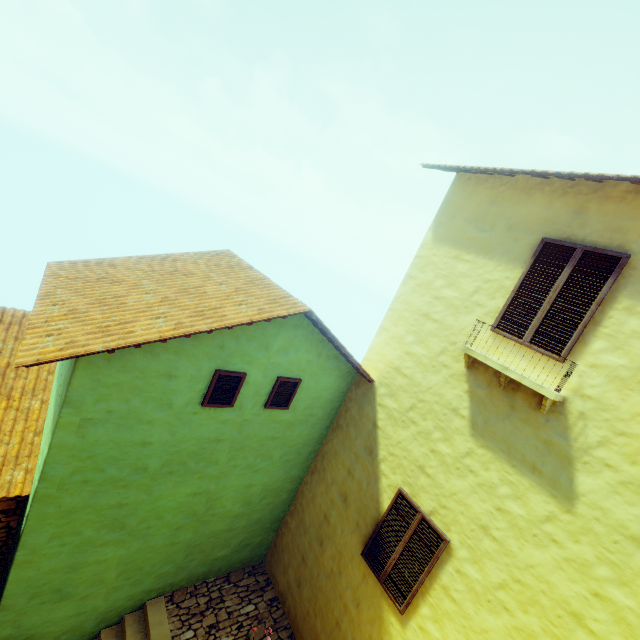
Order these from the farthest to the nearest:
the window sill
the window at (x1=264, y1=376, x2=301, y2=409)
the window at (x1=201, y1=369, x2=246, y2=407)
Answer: the window at (x1=264, y1=376, x2=301, y2=409)
the window at (x1=201, y1=369, x2=246, y2=407)
the window sill

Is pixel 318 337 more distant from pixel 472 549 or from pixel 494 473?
pixel 472 549

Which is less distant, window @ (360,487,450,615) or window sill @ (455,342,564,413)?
window sill @ (455,342,564,413)

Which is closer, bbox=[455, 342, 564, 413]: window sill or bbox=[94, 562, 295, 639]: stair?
bbox=[455, 342, 564, 413]: window sill

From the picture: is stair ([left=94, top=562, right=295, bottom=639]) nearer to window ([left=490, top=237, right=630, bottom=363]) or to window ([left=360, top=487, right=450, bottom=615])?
window ([left=360, top=487, right=450, bottom=615])

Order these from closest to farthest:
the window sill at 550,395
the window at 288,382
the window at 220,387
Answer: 1. the window sill at 550,395
2. the window at 220,387
3. the window at 288,382

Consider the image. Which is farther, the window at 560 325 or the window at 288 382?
the window at 288 382

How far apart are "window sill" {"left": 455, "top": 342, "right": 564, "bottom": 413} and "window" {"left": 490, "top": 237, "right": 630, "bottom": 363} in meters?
0.5 m
